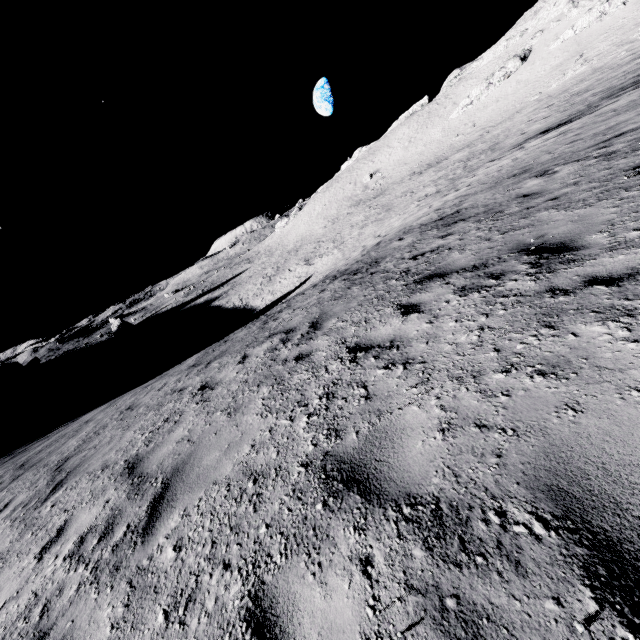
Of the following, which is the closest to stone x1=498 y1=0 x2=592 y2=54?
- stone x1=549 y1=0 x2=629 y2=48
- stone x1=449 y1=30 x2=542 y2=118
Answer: stone x1=449 y1=30 x2=542 y2=118

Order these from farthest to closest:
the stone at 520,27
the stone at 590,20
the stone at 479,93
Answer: the stone at 479,93
the stone at 520,27
the stone at 590,20

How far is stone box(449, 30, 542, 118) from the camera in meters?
49.8

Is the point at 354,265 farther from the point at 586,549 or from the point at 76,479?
the point at 586,549

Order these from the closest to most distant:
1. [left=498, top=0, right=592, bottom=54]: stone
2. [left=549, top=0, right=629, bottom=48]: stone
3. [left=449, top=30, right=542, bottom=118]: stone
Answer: [left=549, top=0, right=629, bottom=48]: stone, [left=498, top=0, right=592, bottom=54]: stone, [left=449, top=30, right=542, bottom=118]: stone

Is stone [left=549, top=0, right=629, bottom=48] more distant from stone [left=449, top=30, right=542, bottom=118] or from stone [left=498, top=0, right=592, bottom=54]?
stone [left=498, top=0, right=592, bottom=54]

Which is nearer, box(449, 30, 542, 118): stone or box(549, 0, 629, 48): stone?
box(549, 0, 629, 48): stone

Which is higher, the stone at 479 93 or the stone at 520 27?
the stone at 520 27
